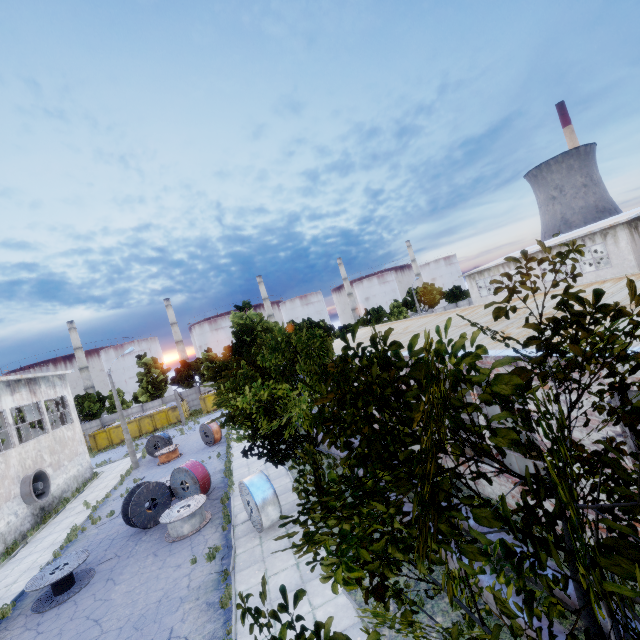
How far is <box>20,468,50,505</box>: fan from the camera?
20.36m

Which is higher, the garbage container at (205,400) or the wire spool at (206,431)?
the garbage container at (205,400)

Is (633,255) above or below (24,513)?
above

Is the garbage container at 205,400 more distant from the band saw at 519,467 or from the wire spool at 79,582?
the band saw at 519,467

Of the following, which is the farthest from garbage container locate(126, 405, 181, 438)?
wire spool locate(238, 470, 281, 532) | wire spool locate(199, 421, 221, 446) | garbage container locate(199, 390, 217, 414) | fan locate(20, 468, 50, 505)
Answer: wire spool locate(238, 470, 281, 532)

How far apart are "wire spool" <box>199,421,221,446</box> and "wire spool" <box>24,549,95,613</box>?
13.2m

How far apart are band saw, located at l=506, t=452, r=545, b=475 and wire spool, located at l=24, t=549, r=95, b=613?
16.7m

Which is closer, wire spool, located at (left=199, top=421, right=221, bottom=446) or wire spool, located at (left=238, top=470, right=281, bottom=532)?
Result: wire spool, located at (left=238, top=470, right=281, bottom=532)
